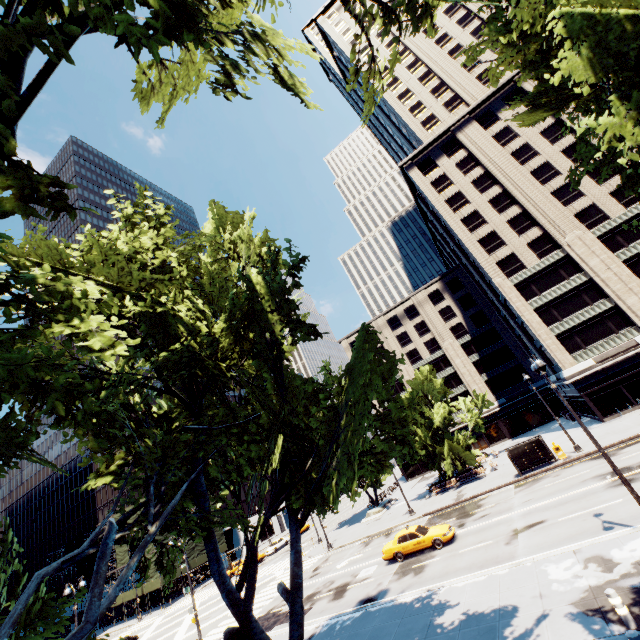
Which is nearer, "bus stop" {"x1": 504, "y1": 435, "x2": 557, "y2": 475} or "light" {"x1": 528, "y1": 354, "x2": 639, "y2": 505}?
"light" {"x1": 528, "y1": 354, "x2": 639, "y2": 505}

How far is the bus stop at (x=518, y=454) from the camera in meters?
28.3

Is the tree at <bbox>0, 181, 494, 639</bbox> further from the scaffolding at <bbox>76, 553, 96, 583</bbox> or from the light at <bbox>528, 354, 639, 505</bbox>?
the scaffolding at <bbox>76, 553, 96, 583</bbox>

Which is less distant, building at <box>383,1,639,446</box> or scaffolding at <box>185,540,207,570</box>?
building at <box>383,1,639,446</box>

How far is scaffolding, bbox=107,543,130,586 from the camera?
52.66m

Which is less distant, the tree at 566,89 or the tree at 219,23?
the tree at 219,23

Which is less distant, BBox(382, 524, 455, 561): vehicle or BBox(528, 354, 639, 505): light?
BBox(528, 354, 639, 505): light

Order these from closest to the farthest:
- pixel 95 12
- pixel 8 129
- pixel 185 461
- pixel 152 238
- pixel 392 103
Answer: pixel 8 129, pixel 95 12, pixel 185 461, pixel 152 238, pixel 392 103
